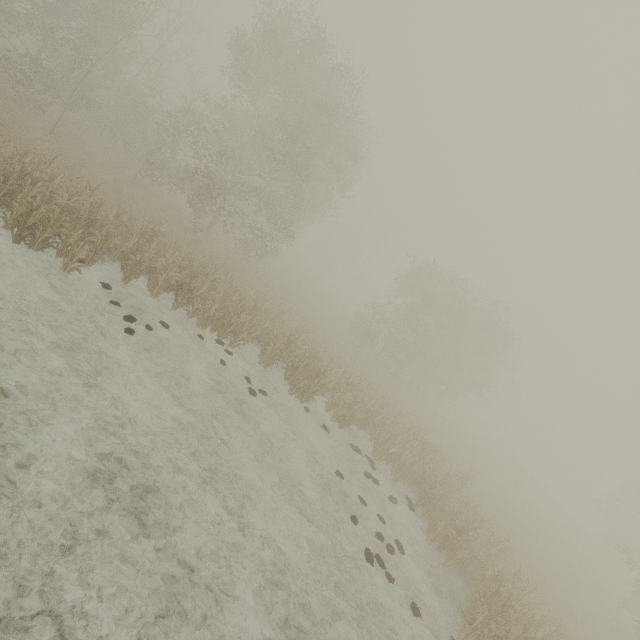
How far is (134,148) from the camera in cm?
2700
